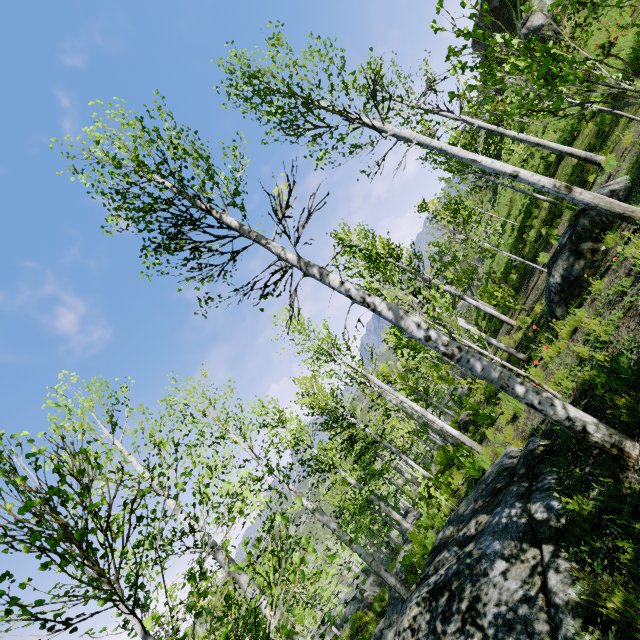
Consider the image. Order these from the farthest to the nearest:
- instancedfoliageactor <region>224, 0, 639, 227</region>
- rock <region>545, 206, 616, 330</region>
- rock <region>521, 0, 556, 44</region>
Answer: rock <region>521, 0, 556, 44</region>, rock <region>545, 206, 616, 330</region>, instancedfoliageactor <region>224, 0, 639, 227</region>

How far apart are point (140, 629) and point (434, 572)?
5.1m

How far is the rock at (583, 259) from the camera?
7.11m

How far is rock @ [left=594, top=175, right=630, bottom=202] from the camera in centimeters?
718cm

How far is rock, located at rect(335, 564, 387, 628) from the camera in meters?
19.3

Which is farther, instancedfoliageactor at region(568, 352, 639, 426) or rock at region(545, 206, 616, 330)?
rock at region(545, 206, 616, 330)

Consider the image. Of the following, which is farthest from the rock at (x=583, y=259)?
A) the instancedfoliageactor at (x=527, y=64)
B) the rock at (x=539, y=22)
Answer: the rock at (x=539, y=22)
